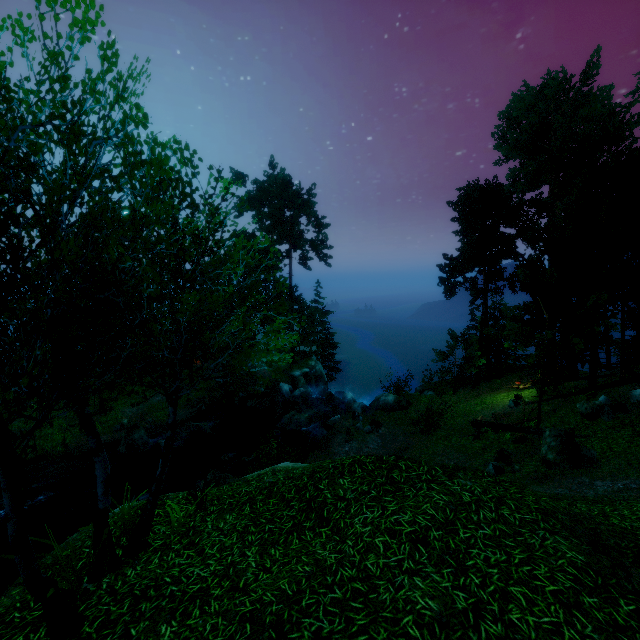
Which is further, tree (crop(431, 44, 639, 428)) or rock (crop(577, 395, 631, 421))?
tree (crop(431, 44, 639, 428))

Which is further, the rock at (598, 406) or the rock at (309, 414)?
the rock at (309, 414)

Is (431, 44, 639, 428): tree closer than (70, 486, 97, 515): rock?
Yes

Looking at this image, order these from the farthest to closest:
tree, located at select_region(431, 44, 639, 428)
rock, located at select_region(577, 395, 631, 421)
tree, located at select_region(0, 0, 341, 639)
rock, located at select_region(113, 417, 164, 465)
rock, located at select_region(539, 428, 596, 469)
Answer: rock, located at select_region(113, 417, 164, 465) < tree, located at select_region(431, 44, 639, 428) < rock, located at select_region(577, 395, 631, 421) < rock, located at select_region(539, 428, 596, 469) < tree, located at select_region(0, 0, 341, 639)

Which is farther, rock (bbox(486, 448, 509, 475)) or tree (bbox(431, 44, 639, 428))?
tree (bbox(431, 44, 639, 428))

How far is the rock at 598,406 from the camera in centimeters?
1434cm

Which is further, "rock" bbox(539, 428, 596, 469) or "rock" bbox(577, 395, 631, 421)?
"rock" bbox(577, 395, 631, 421)

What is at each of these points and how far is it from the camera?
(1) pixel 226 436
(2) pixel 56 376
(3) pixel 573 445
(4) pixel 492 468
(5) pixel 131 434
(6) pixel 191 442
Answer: (1) rock, 25.4 meters
(2) tree, 3.7 meters
(3) rock, 11.5 meters
(4) rock, 13.2 meters
(5) rock, 22.2 meters
(6) rock, 23.5 meters
